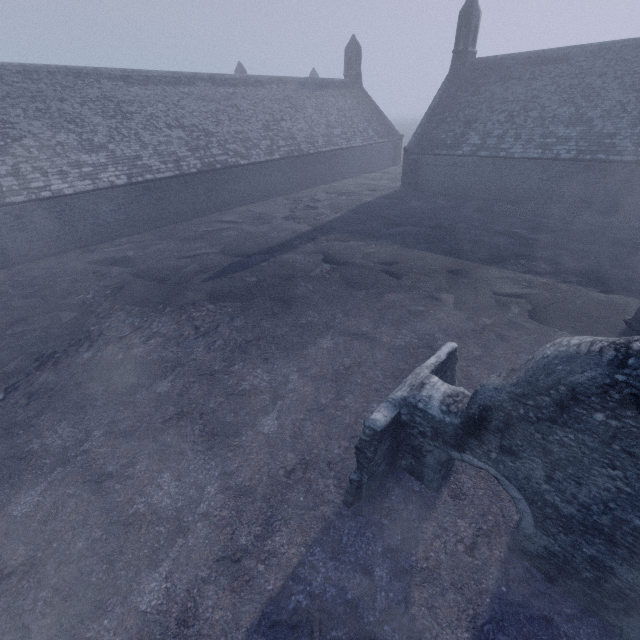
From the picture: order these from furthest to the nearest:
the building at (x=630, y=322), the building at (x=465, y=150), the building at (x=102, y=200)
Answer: the building at (x=465, y=150), the building at (x=102, y=200), the building at (x=630, y=322)

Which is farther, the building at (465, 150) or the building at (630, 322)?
the building at (465, 150)

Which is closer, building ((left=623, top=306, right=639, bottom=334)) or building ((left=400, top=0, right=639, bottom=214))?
building ((left=623, top=306, right=639, bottom=334))

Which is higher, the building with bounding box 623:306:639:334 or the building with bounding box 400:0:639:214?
the building with bounding box 400:0:639:214

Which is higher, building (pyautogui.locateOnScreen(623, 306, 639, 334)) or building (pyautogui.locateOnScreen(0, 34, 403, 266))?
building (pyautogui.locateOnScreen(0, 34, 403, 266))

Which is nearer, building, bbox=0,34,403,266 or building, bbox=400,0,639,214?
building, bbox=0,34,403,266

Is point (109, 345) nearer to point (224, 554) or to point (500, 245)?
point (224, 554)
